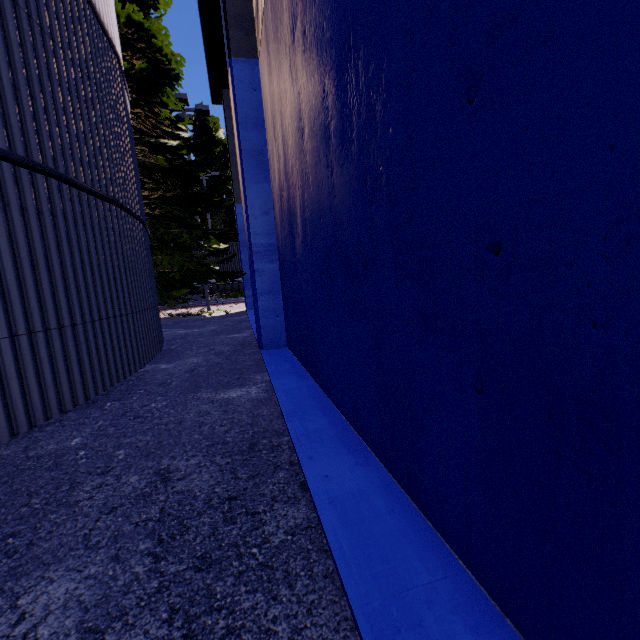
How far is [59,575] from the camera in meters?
1.5 m

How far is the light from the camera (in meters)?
14.38

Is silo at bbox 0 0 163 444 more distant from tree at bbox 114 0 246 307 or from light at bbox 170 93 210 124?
light at bbox 170 93 210 124

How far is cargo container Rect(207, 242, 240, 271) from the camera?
22.0 meters

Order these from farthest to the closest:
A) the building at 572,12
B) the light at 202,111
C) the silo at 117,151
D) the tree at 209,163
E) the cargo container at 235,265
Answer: the cargo container at 235,265 < the light at 202,111 < the tree at 209,163 < the silo at 117,151 < the building at 572,12

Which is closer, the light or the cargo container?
the light

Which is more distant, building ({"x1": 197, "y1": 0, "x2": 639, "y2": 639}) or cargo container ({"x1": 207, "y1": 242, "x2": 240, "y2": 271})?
cargo container ({"x1": 207, "y1": 242, "x2": 240, "y2": 271})

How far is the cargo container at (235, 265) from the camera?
22.0 meters
